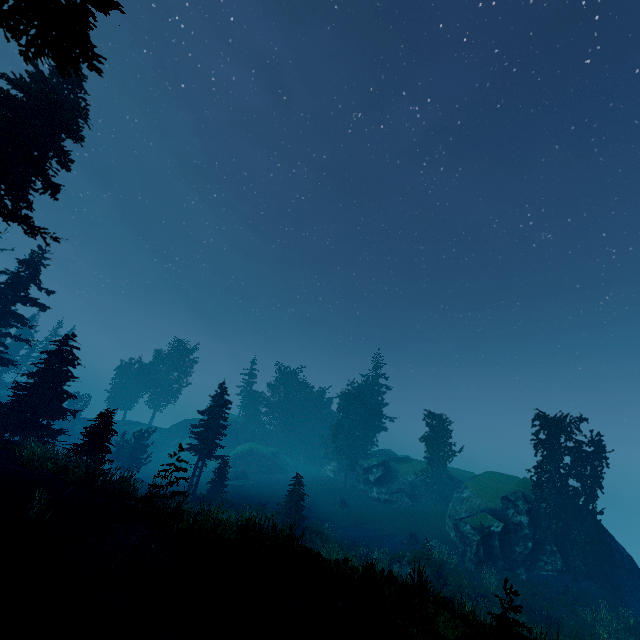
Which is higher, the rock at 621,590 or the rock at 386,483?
the rock at 386,483

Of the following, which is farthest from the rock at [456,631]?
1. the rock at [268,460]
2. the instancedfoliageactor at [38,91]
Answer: the rock at [268,460]

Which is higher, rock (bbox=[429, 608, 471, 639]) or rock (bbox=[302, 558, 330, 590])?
rock (bbox=[429, 608, 471, 639])

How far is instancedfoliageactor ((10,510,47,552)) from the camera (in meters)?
8.58

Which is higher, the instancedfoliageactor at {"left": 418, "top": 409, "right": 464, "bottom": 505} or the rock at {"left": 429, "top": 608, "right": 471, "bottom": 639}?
the instancedfoliageactor at {"left": 418, "top": 409, "right": 464, "bottom": 505}

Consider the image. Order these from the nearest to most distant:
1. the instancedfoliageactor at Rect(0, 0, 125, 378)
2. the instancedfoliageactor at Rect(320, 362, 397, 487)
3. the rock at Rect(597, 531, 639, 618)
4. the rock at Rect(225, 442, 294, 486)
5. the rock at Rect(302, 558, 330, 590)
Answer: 1. the instancedfoliageactor at Rect(0, 0, 125, 378)
2. the rock at Rect(302, 558, 330, 590)
3. the rock at Rect(597, 531, 639, 618)
4. the instancedfoliageactor at Rect(320, 362, 397, 487)
5. the rock at Rect(225, 442, 294, 486)

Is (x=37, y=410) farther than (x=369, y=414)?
No
